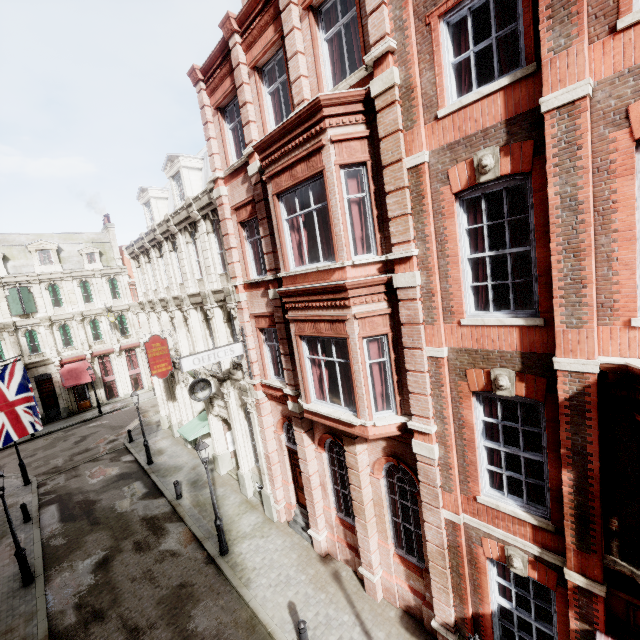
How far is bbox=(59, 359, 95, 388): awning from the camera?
30.39m

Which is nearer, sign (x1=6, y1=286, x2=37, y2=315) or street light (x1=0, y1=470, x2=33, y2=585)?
street light (x1=0, y1=470, x2=33, y2=585)

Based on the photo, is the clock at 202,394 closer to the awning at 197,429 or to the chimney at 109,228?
the awning at 197,429

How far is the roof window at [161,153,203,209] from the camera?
16.3m

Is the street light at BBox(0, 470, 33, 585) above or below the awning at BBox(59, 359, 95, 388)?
below

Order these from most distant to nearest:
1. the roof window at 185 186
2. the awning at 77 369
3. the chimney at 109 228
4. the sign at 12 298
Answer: the chimney at 109 228 → the awning at 77 369 → the sign at 12 298 → the roof window at 185 186

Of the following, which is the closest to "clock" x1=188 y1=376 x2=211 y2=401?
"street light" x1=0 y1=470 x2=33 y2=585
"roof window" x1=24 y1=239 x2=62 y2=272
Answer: "street light" x1=0 y1=470 x2=33 y2=585

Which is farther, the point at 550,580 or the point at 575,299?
the point at 550,580
